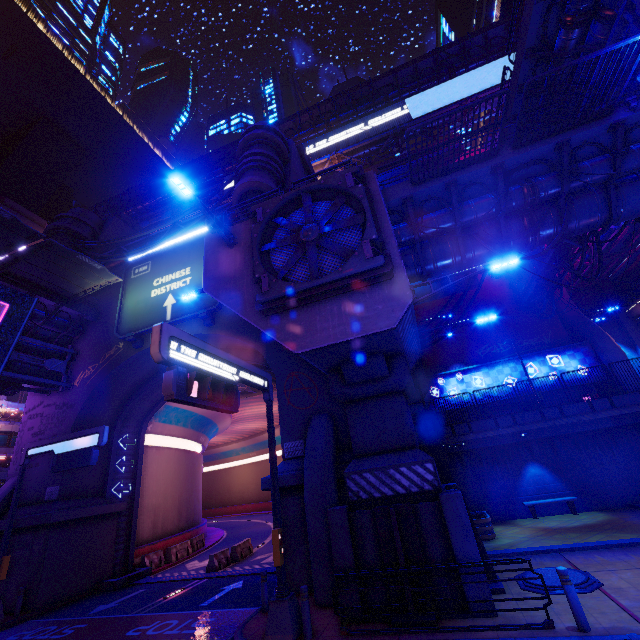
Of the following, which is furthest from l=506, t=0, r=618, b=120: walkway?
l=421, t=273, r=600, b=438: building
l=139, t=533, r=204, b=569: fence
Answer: l=139, t=533, r=204, b=569: fence

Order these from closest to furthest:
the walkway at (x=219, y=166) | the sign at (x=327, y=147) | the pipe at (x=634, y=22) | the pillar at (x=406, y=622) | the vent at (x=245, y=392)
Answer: the pillar at (x=406, y=622) → the pipe at (x=634, y=22) → the vent at (x=245, y=392) → the sign at (x=327, y=147) → the walkway at (x=219, y=166)

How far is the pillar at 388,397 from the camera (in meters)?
8.81

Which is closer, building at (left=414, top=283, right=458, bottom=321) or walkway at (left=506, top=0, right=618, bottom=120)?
walkway at (left=506, top=0, right=618, bottom=120)

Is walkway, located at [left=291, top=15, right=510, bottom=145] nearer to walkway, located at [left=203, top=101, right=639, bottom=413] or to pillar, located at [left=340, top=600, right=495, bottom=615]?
walkway, located at [left=203, top=101, right=639, bottom=413]

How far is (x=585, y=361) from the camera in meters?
24.2

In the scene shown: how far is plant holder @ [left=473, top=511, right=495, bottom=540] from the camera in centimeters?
1405cm

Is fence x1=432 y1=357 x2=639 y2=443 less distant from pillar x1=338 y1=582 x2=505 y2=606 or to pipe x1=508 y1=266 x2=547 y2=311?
pipe x1=508 y1=266 x2=547 y2=311
